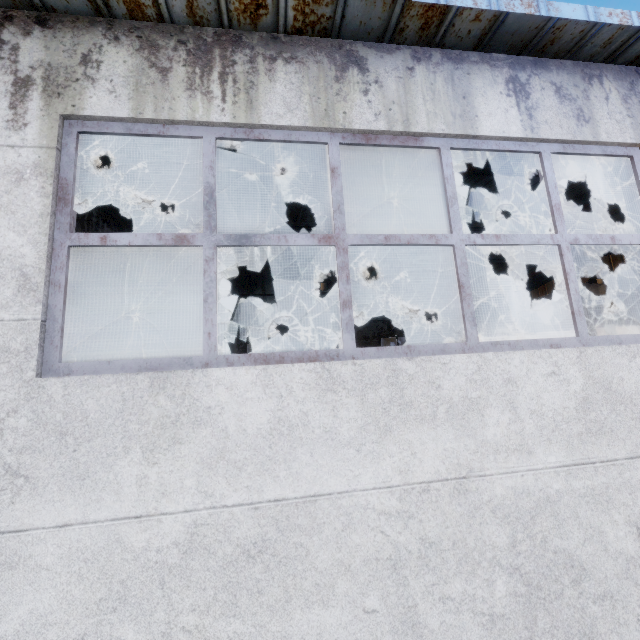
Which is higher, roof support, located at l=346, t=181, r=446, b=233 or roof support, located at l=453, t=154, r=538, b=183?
roof support, located at l=346, t=181, r=446, b=233

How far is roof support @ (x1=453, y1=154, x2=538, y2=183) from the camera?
4.6m

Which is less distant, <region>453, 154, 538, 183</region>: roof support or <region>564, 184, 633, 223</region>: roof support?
<region>453, 154, 538, 183</region>: roof support

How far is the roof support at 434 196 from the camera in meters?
6.1 m

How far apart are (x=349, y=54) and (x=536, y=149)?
2.1 meters
